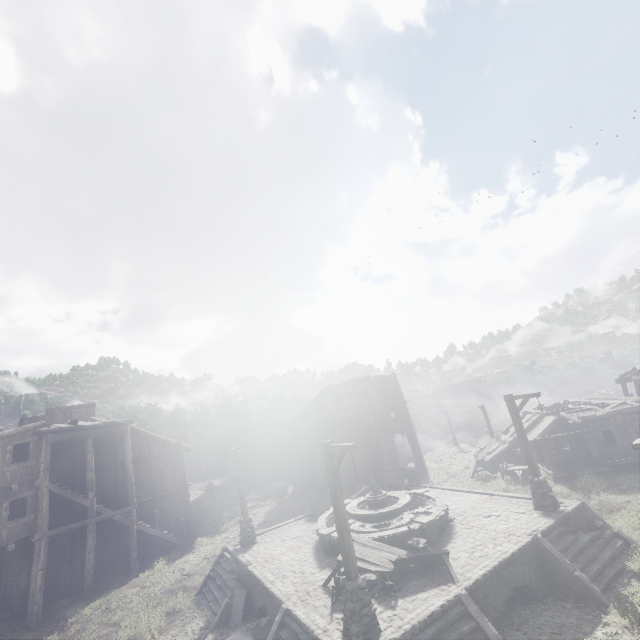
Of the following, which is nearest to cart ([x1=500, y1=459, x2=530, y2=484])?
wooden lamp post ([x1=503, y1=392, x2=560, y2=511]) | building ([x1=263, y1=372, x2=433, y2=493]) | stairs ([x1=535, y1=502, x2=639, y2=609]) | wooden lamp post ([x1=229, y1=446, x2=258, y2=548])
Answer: stairs ([x1=535, y1=502, x2=639, y2=609])

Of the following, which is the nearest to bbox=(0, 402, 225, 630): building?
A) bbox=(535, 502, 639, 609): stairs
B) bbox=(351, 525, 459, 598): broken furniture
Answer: bbox=(535, 502, 639, 609): stairs

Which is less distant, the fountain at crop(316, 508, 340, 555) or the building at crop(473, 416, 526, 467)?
the fountain at crop(316, 508, 340, 555)

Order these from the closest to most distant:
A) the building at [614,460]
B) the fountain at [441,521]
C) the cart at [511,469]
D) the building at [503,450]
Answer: the fountain at [441,521] < the building at [614,460] < the cart at [511,469] < the building at [503,450]

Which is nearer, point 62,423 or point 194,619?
point 194,619

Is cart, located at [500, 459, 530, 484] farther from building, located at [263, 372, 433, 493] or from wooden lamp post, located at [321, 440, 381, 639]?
wooden lamp post, located at [321, 440, 381, 639]

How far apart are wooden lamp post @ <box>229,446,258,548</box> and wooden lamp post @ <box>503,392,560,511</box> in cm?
1303

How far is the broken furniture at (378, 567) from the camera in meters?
10.0
